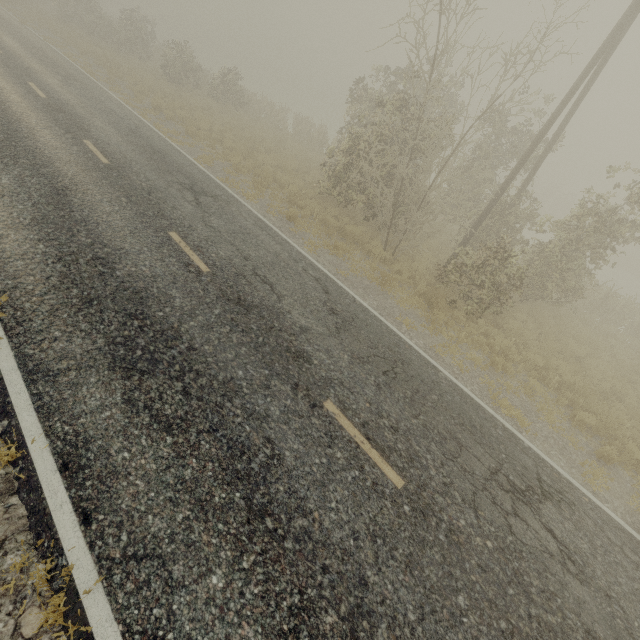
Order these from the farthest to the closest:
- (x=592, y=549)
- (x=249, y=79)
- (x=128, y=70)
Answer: (x=249, y=79) → (x=128, y=70) → (x=592, y=549)
